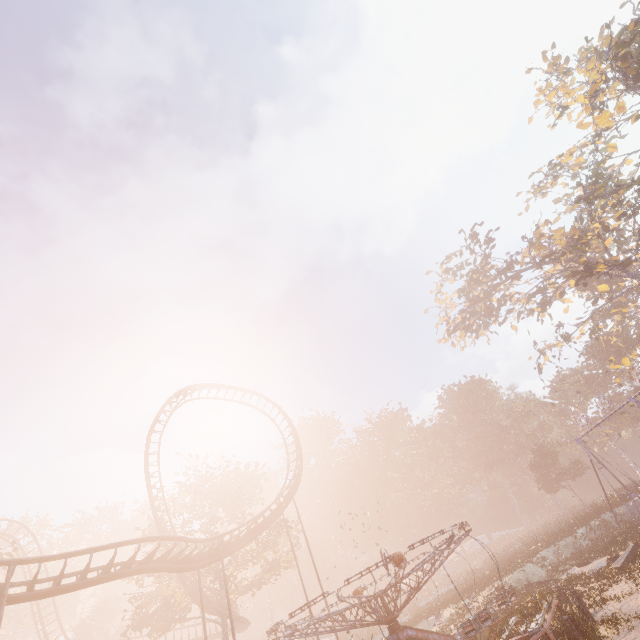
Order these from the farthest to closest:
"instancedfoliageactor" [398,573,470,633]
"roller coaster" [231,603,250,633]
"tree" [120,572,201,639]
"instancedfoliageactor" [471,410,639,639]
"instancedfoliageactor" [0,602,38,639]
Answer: "instancedfoliageactor" [0,602,38,639] < "roller coaster" [231,603,250,633] < "tree" [120,572,201,639] < "instancedfoliageactor" [398,573,470,633] < "instancedfoliageactor" [471,410,639,639]

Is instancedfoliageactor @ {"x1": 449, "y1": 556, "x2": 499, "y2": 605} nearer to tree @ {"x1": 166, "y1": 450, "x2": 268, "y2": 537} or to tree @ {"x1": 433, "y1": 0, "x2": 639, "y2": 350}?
tree @ {"x1": 166, "y1": 450, "x2": 268, "y2": 537}

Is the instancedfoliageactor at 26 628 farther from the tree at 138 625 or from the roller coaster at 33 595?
the tree at 138 625

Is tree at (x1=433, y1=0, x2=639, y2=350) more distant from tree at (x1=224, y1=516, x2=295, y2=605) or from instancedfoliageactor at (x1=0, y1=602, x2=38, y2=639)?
instancedfoliageactor at (x1=0, y1=602, x2=38, y2=639)

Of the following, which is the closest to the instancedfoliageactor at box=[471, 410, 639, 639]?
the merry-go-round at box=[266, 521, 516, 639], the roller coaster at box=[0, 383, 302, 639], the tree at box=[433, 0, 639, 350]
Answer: the merry-go-round at box=[266, 521, 516, 639]

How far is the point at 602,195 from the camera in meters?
30.8 m

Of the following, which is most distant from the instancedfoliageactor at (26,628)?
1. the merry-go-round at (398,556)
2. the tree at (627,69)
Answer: the tree at (627,69)

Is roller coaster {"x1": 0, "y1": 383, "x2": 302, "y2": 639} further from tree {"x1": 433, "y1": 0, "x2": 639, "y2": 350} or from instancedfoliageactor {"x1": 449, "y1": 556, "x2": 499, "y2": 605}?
tree {"x1": 433, "y1": 0, "x2": 639, "y2": 350}
